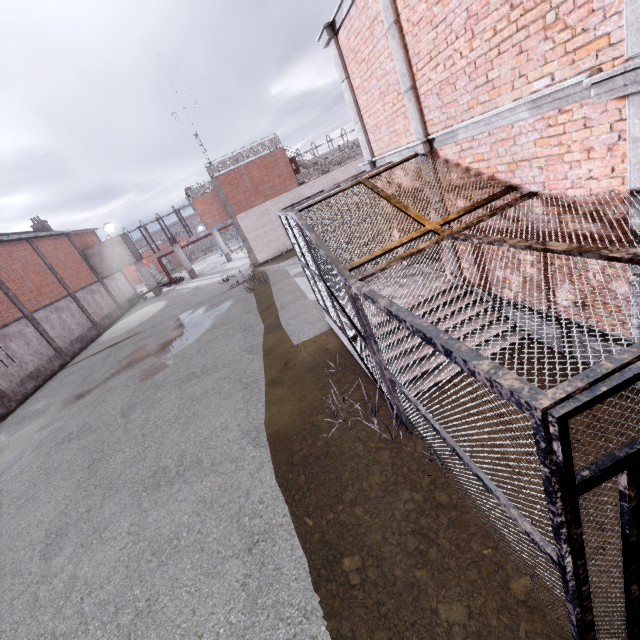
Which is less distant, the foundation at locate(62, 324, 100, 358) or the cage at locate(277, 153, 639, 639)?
the cage at locate(277, 153, 639, 639)

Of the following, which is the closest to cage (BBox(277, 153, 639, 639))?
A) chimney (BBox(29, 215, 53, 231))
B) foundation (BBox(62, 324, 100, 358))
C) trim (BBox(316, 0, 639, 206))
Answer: trim (BBox(316, 0, 639, 206))

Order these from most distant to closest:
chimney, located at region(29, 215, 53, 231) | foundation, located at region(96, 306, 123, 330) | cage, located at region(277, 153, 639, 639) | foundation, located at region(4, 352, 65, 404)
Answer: chimney, located at region(29, 215, 53, 231)
foundation, located at region(96, 306, 123, 330)
foundation, located at region(4, 352, 65, 404)
cage, located at region(277, 153, 639, 639)

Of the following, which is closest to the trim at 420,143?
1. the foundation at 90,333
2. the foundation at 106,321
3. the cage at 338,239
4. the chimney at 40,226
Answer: the cage at 338,239

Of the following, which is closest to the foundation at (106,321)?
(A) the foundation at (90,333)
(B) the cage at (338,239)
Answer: (A) the foundation at (90,333)

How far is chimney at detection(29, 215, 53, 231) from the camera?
31.5 meters

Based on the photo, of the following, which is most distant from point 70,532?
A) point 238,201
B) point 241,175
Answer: point 241,175

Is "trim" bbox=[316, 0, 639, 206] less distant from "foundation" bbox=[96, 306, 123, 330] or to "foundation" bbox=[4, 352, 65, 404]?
"foundation" bbox=[4, 352, 65, 404]
